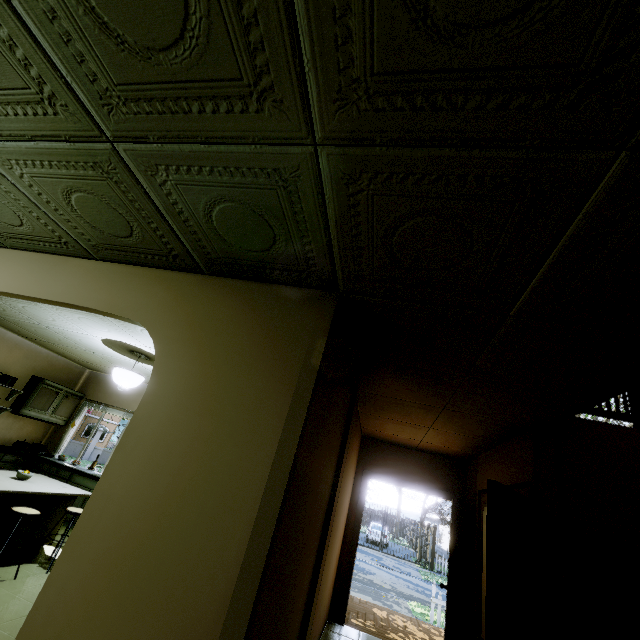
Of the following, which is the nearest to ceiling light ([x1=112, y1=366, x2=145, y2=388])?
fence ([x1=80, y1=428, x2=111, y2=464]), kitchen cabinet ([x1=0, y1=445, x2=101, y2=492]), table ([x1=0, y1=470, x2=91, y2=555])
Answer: table ([x1=0, y1=470, x2=91, y2=555])

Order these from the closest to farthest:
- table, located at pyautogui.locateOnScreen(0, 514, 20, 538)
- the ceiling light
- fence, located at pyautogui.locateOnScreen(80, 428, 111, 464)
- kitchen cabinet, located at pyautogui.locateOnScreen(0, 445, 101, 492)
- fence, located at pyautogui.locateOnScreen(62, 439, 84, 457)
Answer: table, located at pyautogui.locateOnScreen(0, 514, 20, 538) < the ceiling light < kitchen cabinet, located at pyautogui.locateOnScreen(0, 445, 101, 492) < fence, located at pyautogui.locateOnScreen(62, 439, 84, 457) < fence, located at pyautogui.locateOnScreen(80, 428, 111, 464)

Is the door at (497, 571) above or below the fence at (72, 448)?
above

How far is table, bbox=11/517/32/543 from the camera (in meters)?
3.93

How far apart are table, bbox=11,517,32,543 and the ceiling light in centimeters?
146cm

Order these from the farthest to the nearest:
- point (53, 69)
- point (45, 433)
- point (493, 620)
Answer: point (45, 433) < point (493, 620) < point (53, 69)

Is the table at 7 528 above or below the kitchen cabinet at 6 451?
below

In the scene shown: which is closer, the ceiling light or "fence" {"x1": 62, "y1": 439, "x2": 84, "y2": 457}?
the ceiling light
